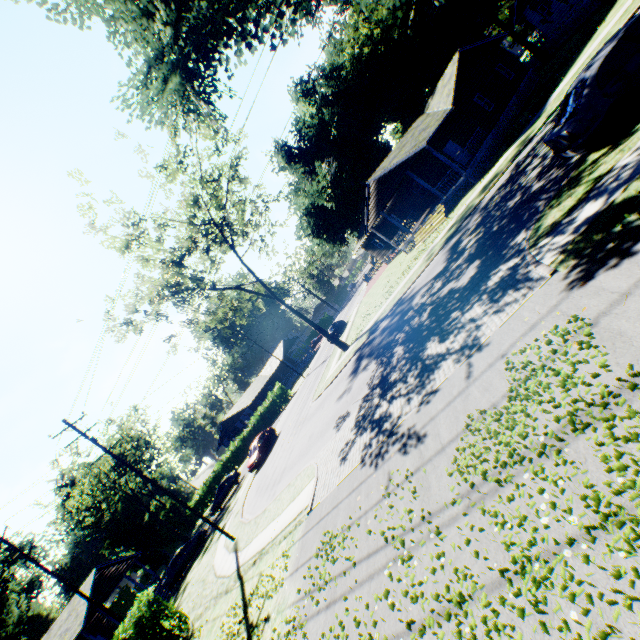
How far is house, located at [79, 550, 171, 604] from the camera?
25.8m

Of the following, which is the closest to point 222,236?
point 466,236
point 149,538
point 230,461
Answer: point 466,236

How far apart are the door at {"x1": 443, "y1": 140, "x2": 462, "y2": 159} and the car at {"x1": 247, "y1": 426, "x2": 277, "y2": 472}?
29.58m

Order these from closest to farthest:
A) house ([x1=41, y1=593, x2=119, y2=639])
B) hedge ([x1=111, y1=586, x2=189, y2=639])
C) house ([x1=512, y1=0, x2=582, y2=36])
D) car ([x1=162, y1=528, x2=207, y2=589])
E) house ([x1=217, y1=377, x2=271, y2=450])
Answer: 1. hedge ([x1=111, y1=586, x2=189, y2=639])
2. house ([x1=41, y1=593, x2=119, y2=639])
3. car ([x1=162, y1=528, x2=207, y2=589])
4. house ([x1=512, y1=0, x2=582, y2=36])
5. house ([x1=217, y1=377, x2=271, y2=450])

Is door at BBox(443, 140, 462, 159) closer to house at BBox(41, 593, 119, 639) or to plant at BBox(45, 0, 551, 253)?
plant at BBox(45, 0, 551, 253)

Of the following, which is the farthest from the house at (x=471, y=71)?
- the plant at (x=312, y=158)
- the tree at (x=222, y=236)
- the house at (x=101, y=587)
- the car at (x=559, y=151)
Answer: the house at (x=101, y=587)

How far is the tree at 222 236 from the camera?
20.11m

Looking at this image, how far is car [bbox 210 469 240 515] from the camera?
34.44m
